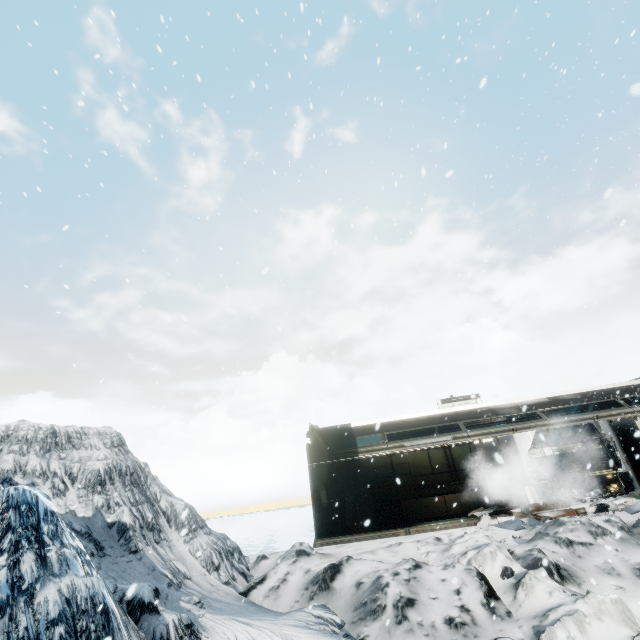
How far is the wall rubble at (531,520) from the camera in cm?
1093

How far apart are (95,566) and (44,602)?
2.8m

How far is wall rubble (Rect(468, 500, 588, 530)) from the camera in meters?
10.9
